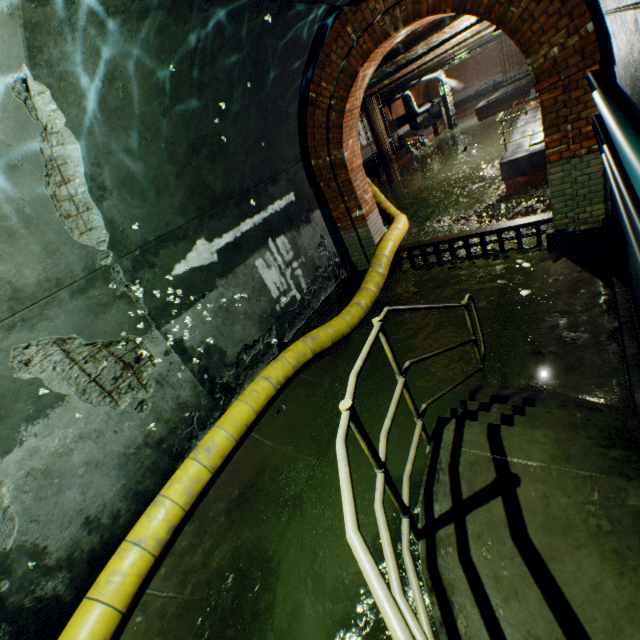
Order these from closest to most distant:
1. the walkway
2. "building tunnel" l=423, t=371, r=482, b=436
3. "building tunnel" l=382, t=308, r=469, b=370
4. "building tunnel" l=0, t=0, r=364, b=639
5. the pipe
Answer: the walkway, "building tunnel" l=0, t=0, r=364, b=639, "building tunnel" l=423, t=371, r=482, b=436, "building tunnel" l=382, t=308, r=469, b=370, the pipe

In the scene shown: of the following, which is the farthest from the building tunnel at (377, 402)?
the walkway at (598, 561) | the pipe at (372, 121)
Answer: the pipe at (372, 121)

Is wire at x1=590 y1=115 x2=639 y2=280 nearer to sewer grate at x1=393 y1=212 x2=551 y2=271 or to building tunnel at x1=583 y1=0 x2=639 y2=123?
building tunnel at x1=583 y1=0 x2=639 y2=123

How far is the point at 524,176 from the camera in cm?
1142

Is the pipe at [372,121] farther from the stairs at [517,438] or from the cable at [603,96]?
the stairs at [517,438]

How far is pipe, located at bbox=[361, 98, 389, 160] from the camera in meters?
21.1

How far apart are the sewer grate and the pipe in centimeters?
1798cm

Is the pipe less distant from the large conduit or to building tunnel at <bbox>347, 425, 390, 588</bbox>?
the large conduit
